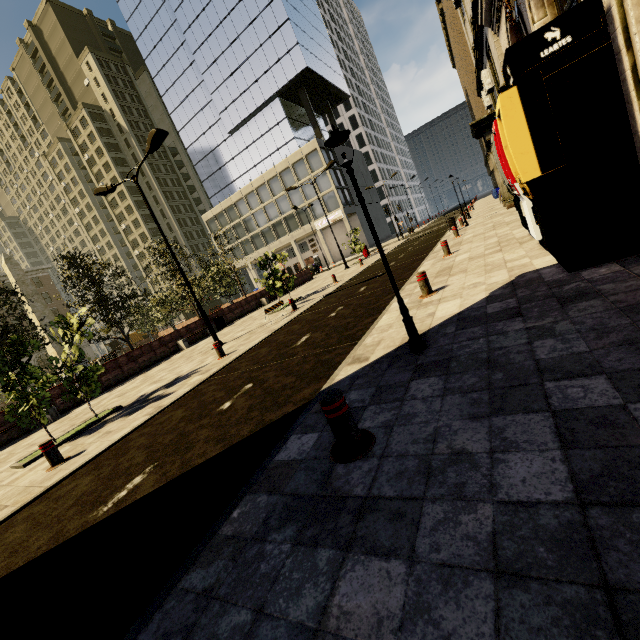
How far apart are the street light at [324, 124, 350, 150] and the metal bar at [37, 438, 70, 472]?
7.2m

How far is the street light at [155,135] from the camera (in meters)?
11.30

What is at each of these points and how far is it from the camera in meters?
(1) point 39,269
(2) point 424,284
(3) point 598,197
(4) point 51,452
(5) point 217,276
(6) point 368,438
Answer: (1) building, 56.2 m
(2) metal bar, 7.0 m
(3) atm, 4.4 m
(4) metal bar, 6.5 m
(5) tree, 32.7 m
(6) metal bar, 3.0 m

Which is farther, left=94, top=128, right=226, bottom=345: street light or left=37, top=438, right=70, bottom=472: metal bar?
left=94, top=128, right=226, bottom=345: street light

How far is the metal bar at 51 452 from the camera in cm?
644

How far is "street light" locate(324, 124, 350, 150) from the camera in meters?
3.8

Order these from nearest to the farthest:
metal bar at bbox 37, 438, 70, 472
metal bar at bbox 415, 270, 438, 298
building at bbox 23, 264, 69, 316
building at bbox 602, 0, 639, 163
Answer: building at bbox 602, 0, 639, 163 → metal bar at bbox 37, 438, 70, 472 → metal bar at bbox 415, 270, 438, 298 → building at bbox 23, 264, 69, 316

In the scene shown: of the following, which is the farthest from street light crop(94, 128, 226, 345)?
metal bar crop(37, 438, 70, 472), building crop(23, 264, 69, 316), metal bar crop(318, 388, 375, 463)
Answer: building crop(23, 264, 69, 316)
